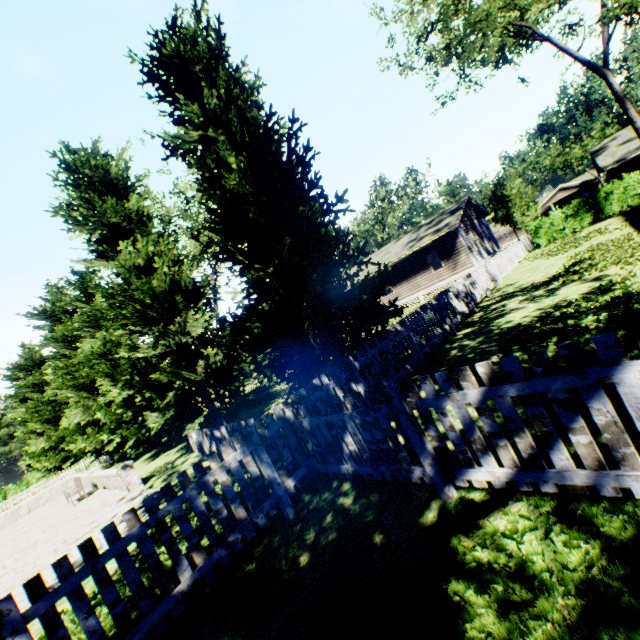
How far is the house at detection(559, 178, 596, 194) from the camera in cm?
5761

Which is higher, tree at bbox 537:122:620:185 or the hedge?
tree at bbox 537:122:620:185

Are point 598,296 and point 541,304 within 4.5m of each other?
yes

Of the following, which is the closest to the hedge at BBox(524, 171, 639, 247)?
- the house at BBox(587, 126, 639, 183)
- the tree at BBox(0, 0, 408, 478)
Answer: the tree at BBox(0, 0, 408, 478)

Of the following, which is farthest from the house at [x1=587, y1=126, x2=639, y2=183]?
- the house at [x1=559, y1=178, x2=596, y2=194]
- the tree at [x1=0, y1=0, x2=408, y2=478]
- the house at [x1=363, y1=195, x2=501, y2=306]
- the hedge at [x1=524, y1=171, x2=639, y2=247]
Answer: the house at [x1=559, y1=178, x2=596, y2=194]

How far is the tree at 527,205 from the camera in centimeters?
3312cm

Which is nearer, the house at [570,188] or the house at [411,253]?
the house at [411,253]

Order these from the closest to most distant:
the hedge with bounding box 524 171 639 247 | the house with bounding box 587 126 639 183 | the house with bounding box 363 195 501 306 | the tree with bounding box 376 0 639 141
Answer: the tree with bounding box 376 0 639 141
the hedge with bounding box 524 171 639 247
the house with bounding box 587 126 639 183
the house with bounding box 363 195 501 306
